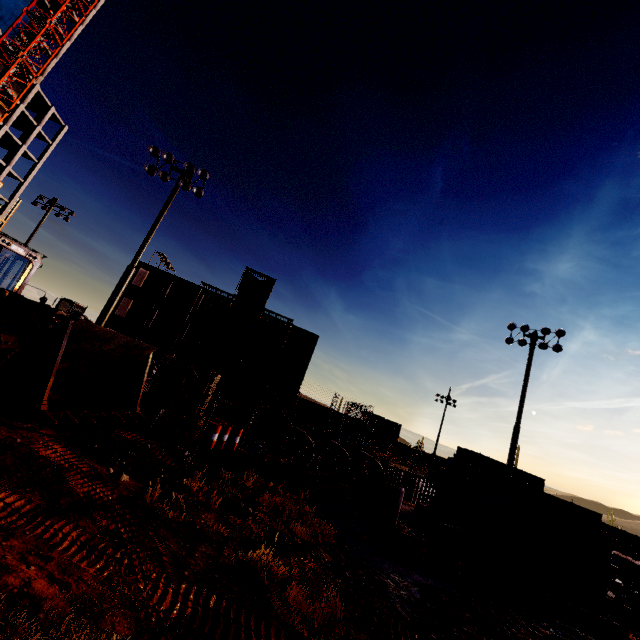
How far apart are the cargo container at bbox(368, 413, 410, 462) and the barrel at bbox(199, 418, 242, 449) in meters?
39.3 m

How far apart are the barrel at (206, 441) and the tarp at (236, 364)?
24.3 meters

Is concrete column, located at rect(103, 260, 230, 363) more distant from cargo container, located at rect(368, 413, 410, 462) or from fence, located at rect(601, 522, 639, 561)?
fence, located at rect(601, 522, 639, 561)

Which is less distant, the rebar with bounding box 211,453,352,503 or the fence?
the rebar with bounding box 211,453,352,503

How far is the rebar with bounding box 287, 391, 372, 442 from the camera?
39.9m

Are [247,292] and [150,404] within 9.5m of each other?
no

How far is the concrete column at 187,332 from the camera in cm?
3850

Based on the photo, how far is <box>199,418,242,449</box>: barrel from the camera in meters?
12.5 m
